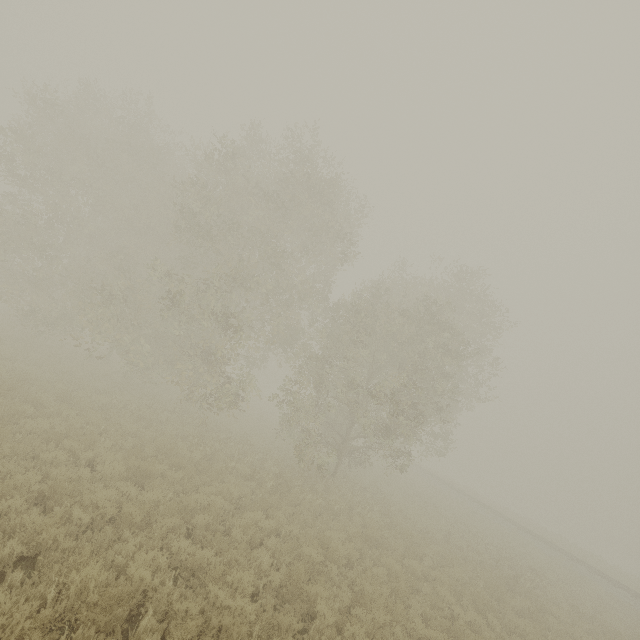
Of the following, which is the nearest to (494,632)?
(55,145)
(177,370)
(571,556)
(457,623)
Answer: (457,623)
